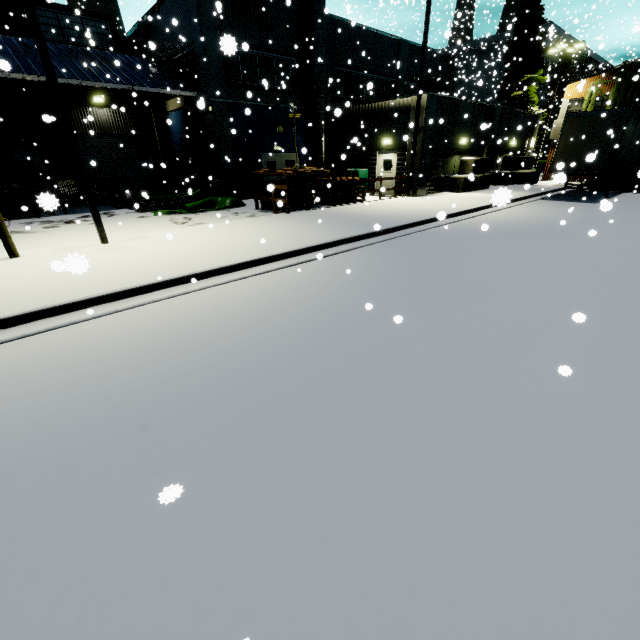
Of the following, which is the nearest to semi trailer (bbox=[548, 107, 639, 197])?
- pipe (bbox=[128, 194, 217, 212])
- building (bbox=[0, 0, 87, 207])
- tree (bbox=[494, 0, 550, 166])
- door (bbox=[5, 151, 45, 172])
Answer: building (bbox=[0, 0, 87, 207])

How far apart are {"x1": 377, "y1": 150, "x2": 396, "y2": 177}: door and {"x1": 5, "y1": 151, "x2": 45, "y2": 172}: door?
19.9 meters

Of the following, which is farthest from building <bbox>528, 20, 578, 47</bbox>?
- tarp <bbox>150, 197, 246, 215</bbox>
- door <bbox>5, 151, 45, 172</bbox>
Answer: tarp <bbox>150, 197, 246, 215</bbox>

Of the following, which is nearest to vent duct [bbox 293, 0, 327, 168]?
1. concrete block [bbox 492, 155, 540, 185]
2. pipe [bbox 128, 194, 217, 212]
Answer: pipe [bbox 128, 194, 217, 212]

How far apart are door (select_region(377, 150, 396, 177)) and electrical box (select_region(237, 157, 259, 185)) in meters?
7.3 m

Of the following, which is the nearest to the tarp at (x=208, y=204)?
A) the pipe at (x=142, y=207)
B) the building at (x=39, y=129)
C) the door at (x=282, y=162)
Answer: the pipe at (x=142, y=207)

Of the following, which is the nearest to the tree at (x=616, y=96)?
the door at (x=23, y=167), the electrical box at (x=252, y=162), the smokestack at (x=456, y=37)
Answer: the smokestack at (x=456, y=37)

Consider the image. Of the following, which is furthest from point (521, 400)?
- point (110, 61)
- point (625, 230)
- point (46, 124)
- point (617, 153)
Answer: point (46, 124)
